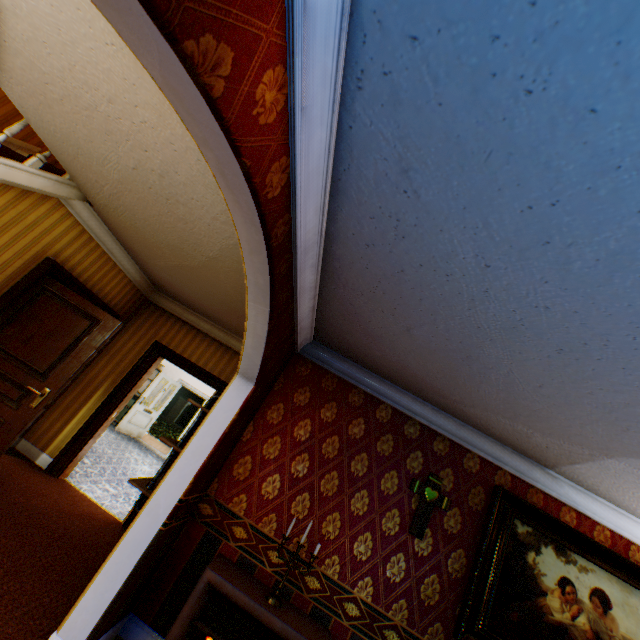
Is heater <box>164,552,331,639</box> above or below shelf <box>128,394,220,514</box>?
below

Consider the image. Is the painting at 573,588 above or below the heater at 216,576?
above

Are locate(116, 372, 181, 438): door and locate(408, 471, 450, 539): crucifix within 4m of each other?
no

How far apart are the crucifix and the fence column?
24.64m

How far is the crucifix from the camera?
3.2m

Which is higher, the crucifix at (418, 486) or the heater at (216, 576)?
the crucifix at (418, 486)

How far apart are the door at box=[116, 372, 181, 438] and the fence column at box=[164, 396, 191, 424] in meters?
14.9 m

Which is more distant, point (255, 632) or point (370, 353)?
point (370, 353)
